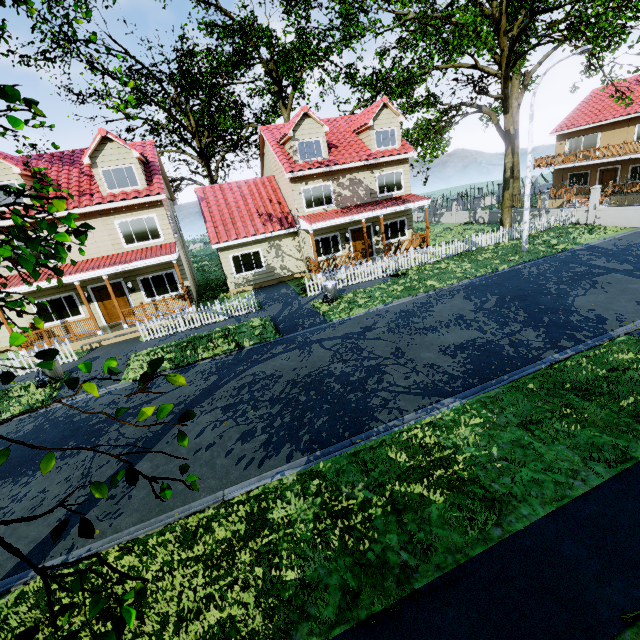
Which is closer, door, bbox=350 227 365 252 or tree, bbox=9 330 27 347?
tree, bbox=9 330 27 347

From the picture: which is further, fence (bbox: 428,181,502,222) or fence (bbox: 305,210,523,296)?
fence (bbox: 428,181,502,222)

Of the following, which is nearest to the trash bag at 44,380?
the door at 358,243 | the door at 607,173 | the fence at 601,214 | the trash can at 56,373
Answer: the trash can at 56,373

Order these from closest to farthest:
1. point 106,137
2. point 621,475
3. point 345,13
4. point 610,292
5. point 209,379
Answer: point 621,475 < point 209,379 < point 610,292 < point 106,137 < point 345,13

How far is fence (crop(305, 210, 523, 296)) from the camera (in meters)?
17.53

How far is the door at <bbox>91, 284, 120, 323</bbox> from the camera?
17.0 meters

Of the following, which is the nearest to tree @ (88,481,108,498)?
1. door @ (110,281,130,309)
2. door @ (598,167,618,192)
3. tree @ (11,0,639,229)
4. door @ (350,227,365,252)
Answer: tree @ (11,0,639,229)

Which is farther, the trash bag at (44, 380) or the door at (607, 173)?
the door at (607, 173)
